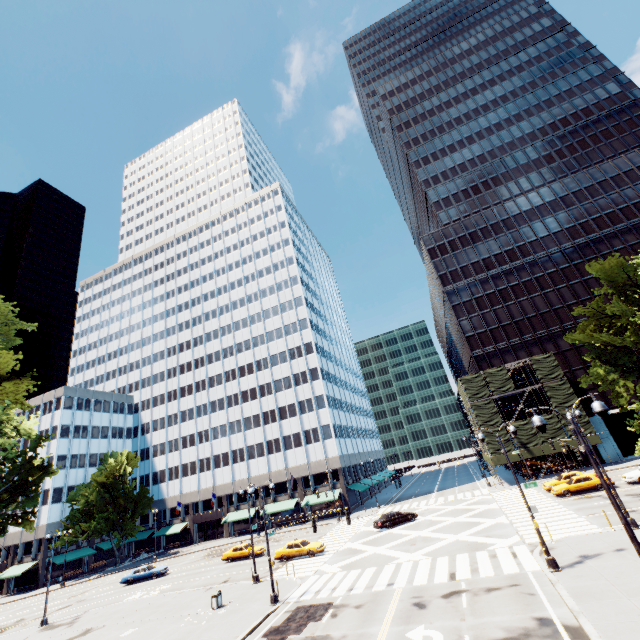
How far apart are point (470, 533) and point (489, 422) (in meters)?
23.42

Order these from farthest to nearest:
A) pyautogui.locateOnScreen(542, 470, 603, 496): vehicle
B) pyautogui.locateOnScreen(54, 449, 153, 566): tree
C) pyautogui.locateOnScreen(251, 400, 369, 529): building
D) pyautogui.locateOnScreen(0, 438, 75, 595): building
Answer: pyautogui.locateOnScreen(251, 400, 369, 529): building
pyautogui.locateOnScreen(54, 449, 153, 566): tree
pyautogui.locateOnScreen(0, 438, 75, 595): building
pyautogui.locateOnScreen(542, 470, 603, 496): vehicle

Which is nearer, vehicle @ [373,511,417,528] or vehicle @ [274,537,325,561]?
vehicle @ [274,537,325,561]

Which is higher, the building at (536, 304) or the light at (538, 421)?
the building at (536, 304)

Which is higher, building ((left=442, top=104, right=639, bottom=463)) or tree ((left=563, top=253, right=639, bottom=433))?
building ((left=442, top=104, right=639, bottom=463))

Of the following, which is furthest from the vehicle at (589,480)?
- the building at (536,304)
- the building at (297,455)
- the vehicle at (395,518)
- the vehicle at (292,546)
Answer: the building at (297,455)

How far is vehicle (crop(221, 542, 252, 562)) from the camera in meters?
37.2

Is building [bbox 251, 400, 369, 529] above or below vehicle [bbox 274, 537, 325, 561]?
above
